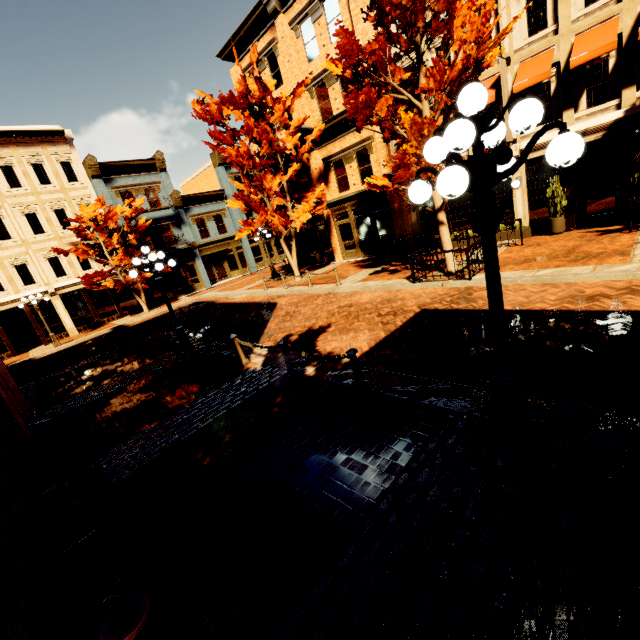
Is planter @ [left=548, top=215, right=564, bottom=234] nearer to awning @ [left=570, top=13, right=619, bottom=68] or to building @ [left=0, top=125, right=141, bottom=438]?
awning @ [left=570, top=13, right=619, bottom=68]

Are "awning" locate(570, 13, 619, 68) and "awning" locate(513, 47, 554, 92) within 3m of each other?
yes

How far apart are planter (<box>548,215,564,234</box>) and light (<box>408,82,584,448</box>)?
12.0 meters

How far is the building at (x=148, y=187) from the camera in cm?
2430

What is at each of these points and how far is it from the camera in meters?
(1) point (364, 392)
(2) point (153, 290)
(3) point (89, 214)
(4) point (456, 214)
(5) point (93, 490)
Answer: (1) chain link post, 5.4 m
(2) building, 26.2 m
(3) tree, 21.5 m
(4) building, 15.9 m
(5) bench, 3.9 m

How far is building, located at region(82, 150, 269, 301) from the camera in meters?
24.3 m

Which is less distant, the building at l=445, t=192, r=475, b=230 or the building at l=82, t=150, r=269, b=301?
the building at l=445, t=192, r=475, b=230

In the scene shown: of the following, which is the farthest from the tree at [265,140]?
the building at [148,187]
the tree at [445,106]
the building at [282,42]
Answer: the building at [148,187]
